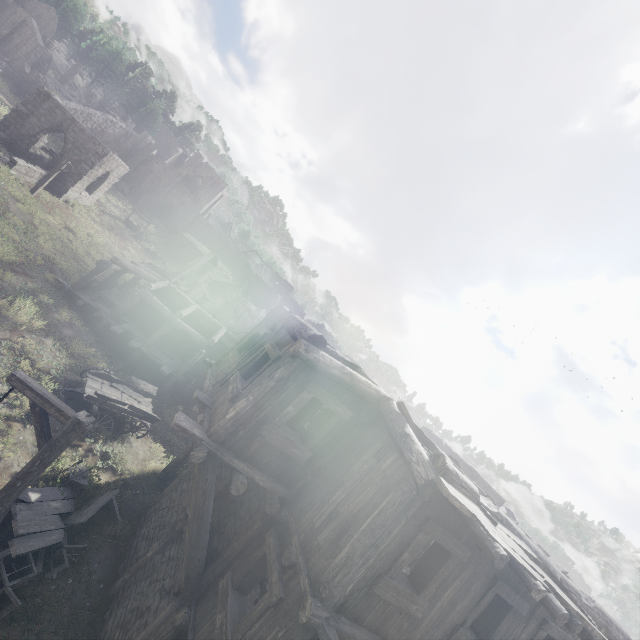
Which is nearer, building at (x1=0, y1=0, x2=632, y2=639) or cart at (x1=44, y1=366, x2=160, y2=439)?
building at (x1=0, y1=0, x2=632, y2=639)

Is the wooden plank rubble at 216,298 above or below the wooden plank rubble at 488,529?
below

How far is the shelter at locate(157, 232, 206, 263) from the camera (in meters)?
39.80

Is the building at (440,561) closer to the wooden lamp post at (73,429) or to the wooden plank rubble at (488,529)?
the wooden plank rubble at (488,529)

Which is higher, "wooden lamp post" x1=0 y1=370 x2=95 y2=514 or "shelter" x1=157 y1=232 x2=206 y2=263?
"shelter" x1=157 y1=232 x2=206 y2=263

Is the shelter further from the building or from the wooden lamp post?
the wooden lamp post

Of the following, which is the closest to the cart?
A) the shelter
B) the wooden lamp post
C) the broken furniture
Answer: the broken furniture

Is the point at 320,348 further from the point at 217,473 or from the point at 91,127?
the point at 91,127
